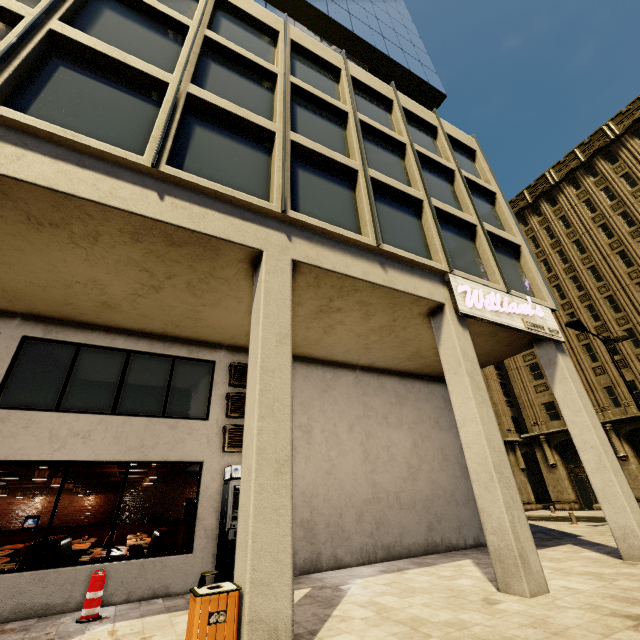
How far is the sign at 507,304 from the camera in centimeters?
859cm

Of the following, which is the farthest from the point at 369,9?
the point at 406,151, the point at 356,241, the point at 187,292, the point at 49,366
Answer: the point at 49,366

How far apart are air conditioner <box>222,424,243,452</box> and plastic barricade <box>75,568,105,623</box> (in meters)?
3.12

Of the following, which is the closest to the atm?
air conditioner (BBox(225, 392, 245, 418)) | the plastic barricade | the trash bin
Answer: air conditioner (BBox(225, 392, 245, 418))

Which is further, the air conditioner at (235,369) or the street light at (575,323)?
the street light at (575,323)

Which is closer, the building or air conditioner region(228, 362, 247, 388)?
the building

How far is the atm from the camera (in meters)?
6.77

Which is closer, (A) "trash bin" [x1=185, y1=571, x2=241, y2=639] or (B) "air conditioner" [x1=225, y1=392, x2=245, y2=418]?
(A) "trash bin" [x1=185, y1=571, x2=241, y2=639]
